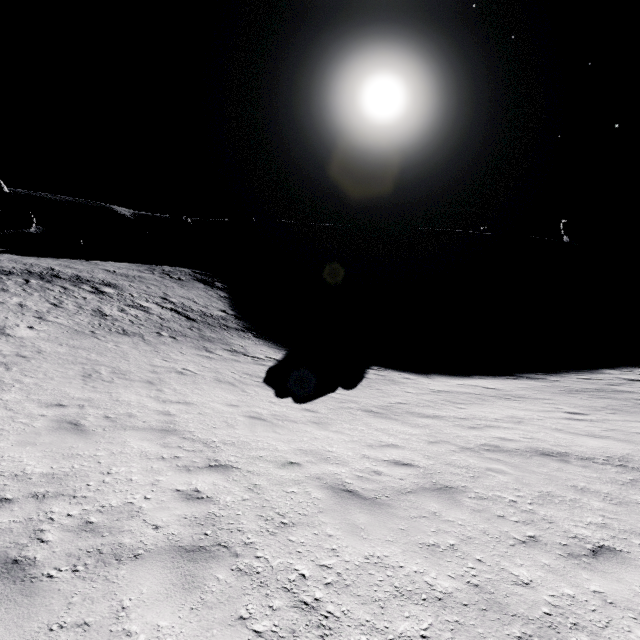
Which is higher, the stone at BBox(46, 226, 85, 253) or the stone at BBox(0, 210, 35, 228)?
the stone at BBox(0, 210, 35, 228)

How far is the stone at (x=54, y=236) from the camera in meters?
53.3 m

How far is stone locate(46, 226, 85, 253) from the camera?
53.3 meters

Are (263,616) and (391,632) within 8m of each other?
yes

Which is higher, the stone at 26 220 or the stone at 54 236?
the stone at 26 220
